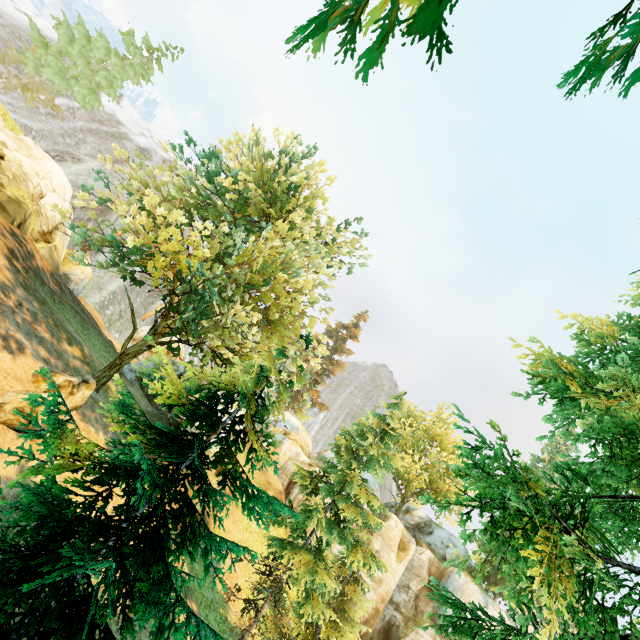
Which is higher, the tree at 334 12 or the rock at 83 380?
the tree at 334 12

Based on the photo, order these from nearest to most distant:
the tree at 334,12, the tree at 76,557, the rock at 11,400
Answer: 1. the tree at 334,12
2. the tree at 76,557
3. the rock at 11,400

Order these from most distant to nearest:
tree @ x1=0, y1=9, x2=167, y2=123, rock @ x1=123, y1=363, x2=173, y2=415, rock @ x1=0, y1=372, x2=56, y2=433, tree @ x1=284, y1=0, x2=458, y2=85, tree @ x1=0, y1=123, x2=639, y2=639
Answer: rock @ x1=123, y1=363, x2=173, y2=415 → tree @ x1=0, y1=9, x2=167, y2=123 → rock @ x1=0, y1=372, x2=56, y2=433 → tree @ x1=0, y1=123, x2=639, y2=639 → tree @ x1=284, y1=0, x2=458, y2=85

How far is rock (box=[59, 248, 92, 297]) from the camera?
22.8m

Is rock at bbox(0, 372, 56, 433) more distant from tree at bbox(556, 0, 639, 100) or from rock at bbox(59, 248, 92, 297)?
rock at bbox(59, 248, 92, 297)

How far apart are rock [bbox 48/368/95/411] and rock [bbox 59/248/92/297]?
12.9m

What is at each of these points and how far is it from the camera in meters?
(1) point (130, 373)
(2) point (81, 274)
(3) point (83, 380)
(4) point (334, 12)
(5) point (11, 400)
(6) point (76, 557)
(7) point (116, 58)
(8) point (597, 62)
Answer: (1) rock, 23.9
(2) rock, 23.4
(3) rock, 12.6
(4) tree, 2.8
(5) rock, 9.8
(6) tree, 4.7
(7) tree, 25.6
(8) tree, 3.8

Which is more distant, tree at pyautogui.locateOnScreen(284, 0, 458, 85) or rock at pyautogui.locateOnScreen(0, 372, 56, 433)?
rock at pyautogui.locateOnScreen(0, 372, 56, 433)
